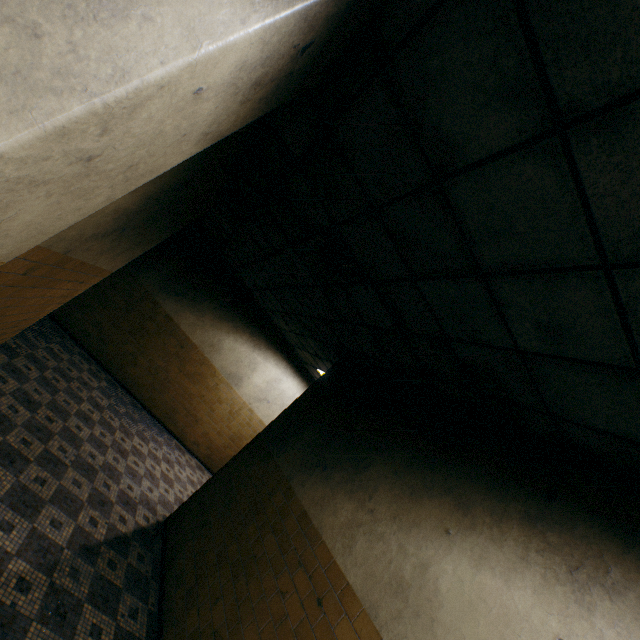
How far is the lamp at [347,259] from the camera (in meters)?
3.37

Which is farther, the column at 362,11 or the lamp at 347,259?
the lamp at 347,259

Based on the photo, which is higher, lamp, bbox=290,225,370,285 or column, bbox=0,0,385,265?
lamp, bbox=290,225,370,285

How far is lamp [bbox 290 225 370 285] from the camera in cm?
337

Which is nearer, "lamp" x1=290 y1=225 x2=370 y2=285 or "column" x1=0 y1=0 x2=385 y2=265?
"column" x1=0 y1=0 x2=385 y2=265

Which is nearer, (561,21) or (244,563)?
(561,21)
